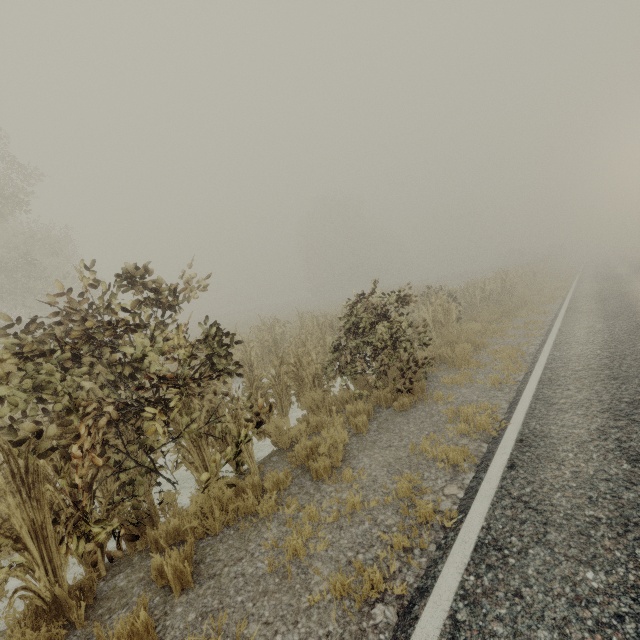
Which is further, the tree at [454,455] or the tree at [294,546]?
the tree at [454,455]

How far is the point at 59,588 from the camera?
3.0 meters

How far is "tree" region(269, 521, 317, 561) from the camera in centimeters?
332cm

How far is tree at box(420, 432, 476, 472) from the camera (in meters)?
4.32

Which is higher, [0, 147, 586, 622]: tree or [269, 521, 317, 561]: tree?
[0, 147, 586, 622]: tree

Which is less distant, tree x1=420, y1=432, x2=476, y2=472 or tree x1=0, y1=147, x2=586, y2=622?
tree x1=0, y1=147, x2=586, y2=622
